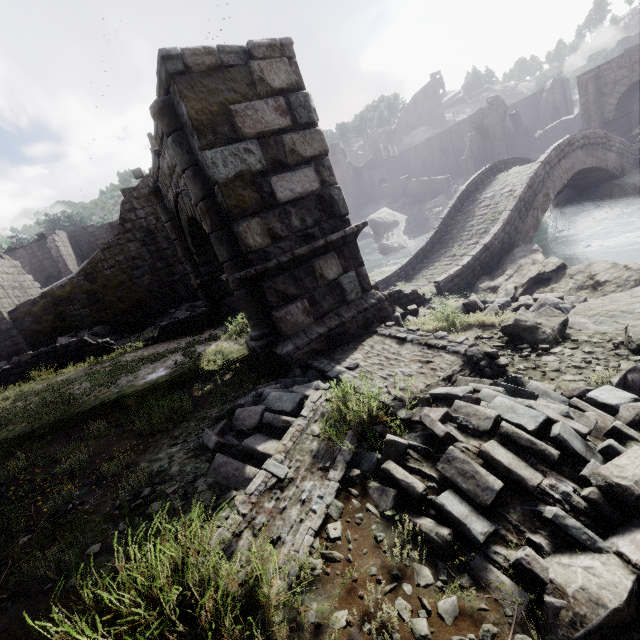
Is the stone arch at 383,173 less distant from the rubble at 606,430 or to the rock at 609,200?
the rock at 609,200

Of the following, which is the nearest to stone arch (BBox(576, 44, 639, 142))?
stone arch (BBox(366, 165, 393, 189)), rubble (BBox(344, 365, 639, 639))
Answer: rubble (BBox(344, 365, 639, 639))

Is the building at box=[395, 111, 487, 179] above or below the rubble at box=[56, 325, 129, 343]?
above

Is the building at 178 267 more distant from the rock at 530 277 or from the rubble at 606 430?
the rubble at 606 430

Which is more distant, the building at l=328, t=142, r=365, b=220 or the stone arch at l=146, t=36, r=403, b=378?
the building at l=328, t=142, r=365, b=220

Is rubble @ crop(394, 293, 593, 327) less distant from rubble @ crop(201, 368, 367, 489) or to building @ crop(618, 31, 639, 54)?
rubble @ crop(201, 368, 367, 489)

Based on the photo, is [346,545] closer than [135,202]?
Yes
